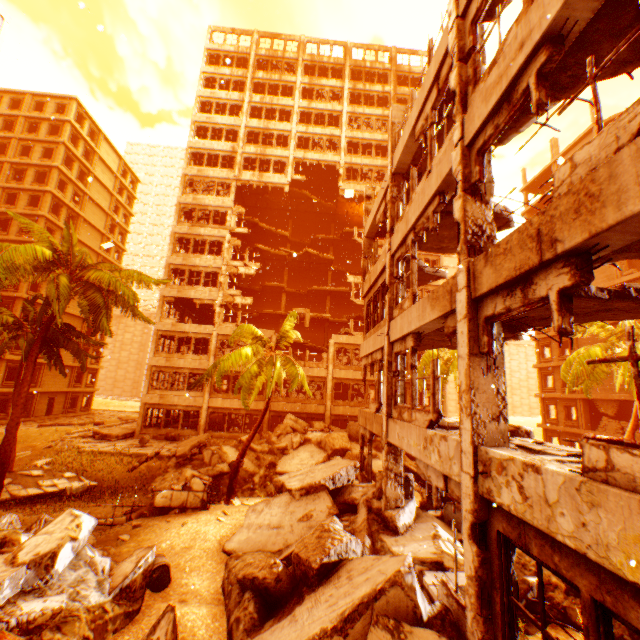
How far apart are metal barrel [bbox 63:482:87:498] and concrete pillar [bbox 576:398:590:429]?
36.7 meters

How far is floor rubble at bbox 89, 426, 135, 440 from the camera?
23.7m

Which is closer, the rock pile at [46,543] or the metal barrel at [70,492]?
the rock pile at [46,543]

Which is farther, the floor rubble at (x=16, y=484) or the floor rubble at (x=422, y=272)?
the floor rubble at (x=16, y=484)

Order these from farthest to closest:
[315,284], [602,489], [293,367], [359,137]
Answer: [315,284] < [359,137] < [293,367] < [602,489]

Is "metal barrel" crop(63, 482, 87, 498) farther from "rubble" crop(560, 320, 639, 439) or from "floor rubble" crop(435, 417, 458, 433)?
"floor rubble" crop(435, 417, 458, 433)

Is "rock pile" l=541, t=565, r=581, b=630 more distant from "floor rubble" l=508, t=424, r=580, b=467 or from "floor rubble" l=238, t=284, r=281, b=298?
"floor rubble" l=238, t=284, r=281, b=298

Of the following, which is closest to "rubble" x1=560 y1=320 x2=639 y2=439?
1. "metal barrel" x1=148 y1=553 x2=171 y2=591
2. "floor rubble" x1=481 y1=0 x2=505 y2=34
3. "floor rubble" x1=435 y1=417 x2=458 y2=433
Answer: "metal barrel" x1=148 y1=553 x2=171 y2=591
